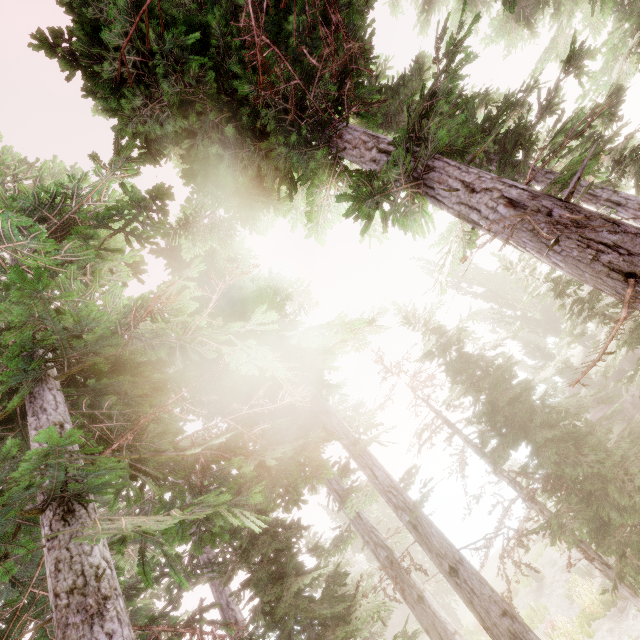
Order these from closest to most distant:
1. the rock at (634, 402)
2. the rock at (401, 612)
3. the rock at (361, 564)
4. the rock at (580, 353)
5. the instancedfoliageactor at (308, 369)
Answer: the instancedfoliageactor at (308, 369), the rock at (634, 402), the rock at (401, 612), the rock at (580, 353), the rock at (361, 564)

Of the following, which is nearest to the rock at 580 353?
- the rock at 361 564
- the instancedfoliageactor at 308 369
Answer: the instancedfoliageactor at 308 369

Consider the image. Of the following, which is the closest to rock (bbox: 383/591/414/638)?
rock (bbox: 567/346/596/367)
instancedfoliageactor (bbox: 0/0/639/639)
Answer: instancedfoliageactor (bbox: 0/0/639/639)

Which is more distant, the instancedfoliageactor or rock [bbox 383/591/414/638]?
rock [bbox 383/591/414/638]

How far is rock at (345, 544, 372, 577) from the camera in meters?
41.3

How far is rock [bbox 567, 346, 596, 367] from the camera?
37.3m

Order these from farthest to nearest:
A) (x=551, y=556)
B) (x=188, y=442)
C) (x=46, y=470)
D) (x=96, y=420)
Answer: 1. (x=551, y=556)
2. (x=188, y=442)
3. (x=96, y=420)
4. (x=46, y=470)
